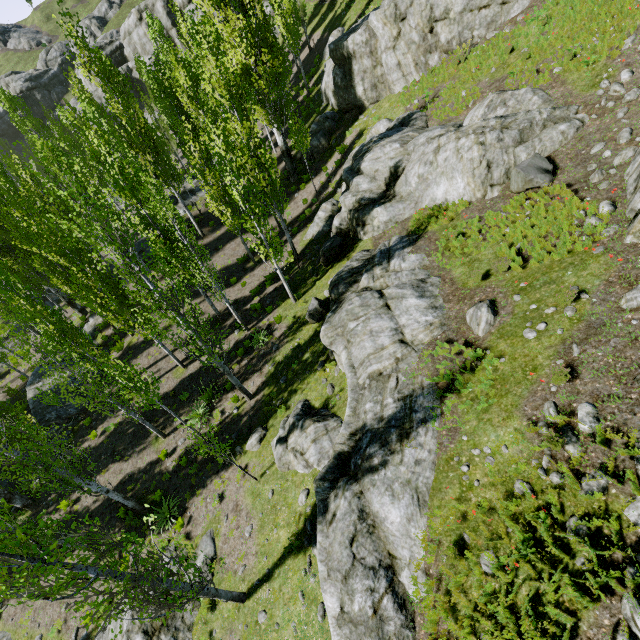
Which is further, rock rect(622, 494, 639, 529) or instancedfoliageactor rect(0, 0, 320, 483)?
instancedfoliageactor rect(0, 0, 320, 483)

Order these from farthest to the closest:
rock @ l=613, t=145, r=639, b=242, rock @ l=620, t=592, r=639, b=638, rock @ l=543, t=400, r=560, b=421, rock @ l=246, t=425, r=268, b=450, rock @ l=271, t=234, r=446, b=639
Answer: rock @ l=246, t=425, r=268, b=450, rock @ l=613, t=145, r=639, b=242, rock @ l=271, t=234, r=446, b=639, rock @ l=543, t=400, r=560, b=421, rock @ l=620, t=592, r=639, b=638

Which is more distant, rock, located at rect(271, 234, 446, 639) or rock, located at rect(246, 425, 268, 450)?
rock, located at rect(246, 425, 268, 450)

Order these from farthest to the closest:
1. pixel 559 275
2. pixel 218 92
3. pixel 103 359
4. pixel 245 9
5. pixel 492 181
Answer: pixel 245 9 < pixel 218 92 < pixel 492 181 < pixel 103 359 < pixel 559 275

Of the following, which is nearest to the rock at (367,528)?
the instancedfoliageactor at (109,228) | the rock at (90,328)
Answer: the instancedfoliageactor at (109,228)

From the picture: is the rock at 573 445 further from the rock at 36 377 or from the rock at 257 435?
the rock at 36 377

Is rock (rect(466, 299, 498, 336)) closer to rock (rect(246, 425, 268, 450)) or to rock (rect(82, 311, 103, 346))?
rock (rect(246, 425, 268, 450))
